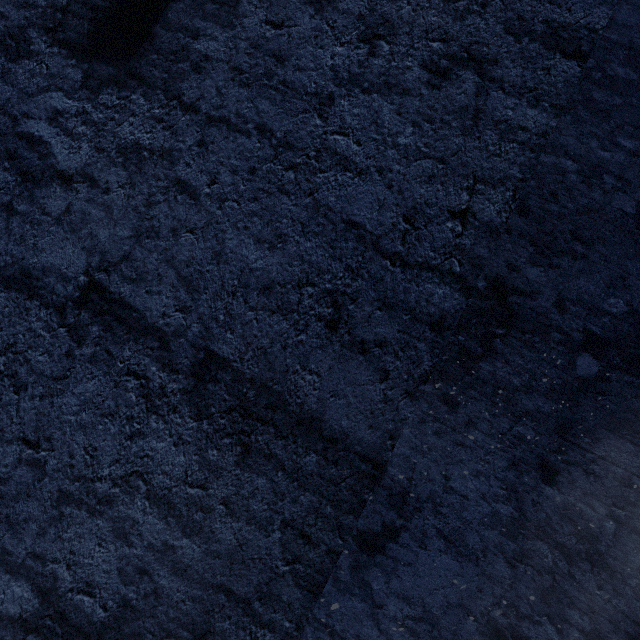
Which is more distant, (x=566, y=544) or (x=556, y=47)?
(x=566, y=544)
